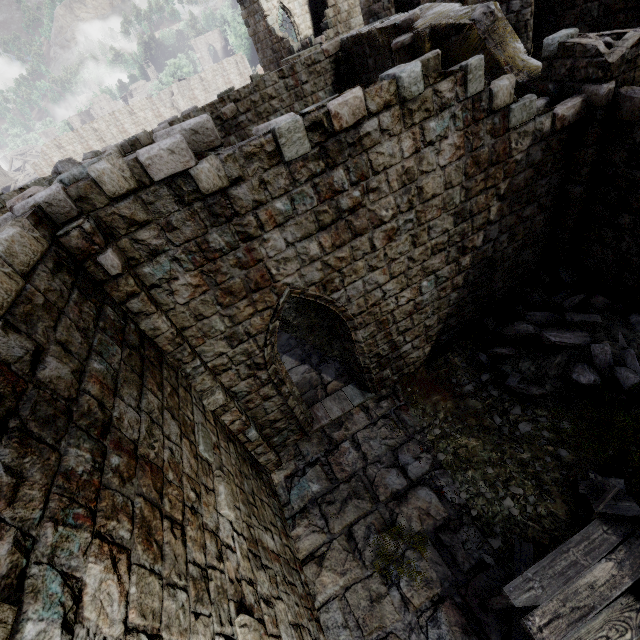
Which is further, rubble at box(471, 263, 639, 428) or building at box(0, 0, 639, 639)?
rubble at box(471, 263, 639, 428)

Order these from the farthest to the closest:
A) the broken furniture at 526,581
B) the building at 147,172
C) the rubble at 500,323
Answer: the rubble at 500,323, the broken furniture at 526,581, the building at 147,172

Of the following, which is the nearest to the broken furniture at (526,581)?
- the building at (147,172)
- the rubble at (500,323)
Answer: the building at (147,172)

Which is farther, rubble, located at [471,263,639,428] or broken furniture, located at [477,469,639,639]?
rubble, located at [471,263,639,428]

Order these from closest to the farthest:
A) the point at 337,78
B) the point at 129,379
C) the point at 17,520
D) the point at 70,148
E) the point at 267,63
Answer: the point at 17,520 → the point at 129,379 → the point at 337,78 → the point at 267,63 → the point at 70,148

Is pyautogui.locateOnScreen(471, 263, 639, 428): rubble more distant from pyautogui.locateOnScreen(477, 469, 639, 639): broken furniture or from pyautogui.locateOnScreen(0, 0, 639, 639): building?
pyautogui.locateOnScreen(477, 469, 639, 639): broken furniture

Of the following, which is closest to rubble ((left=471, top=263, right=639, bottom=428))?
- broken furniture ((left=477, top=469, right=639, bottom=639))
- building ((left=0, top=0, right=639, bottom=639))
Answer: building ((left=0, top=0, right=639, bottom=639))
